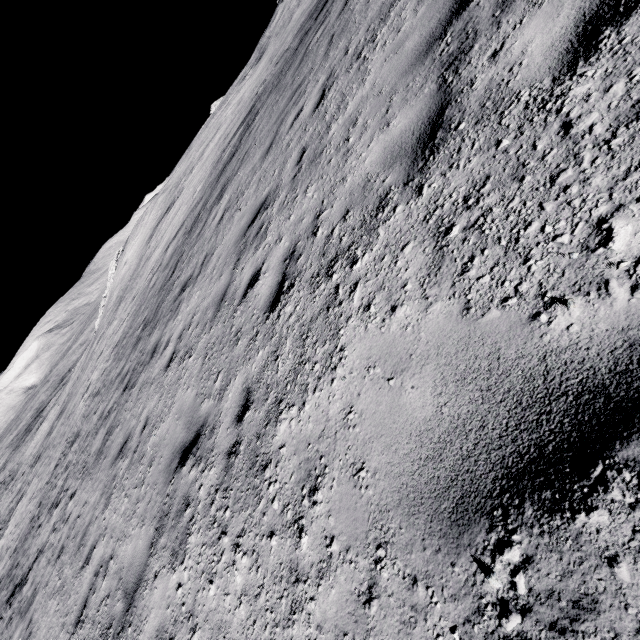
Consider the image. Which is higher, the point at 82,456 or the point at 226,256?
the point at 226,256
